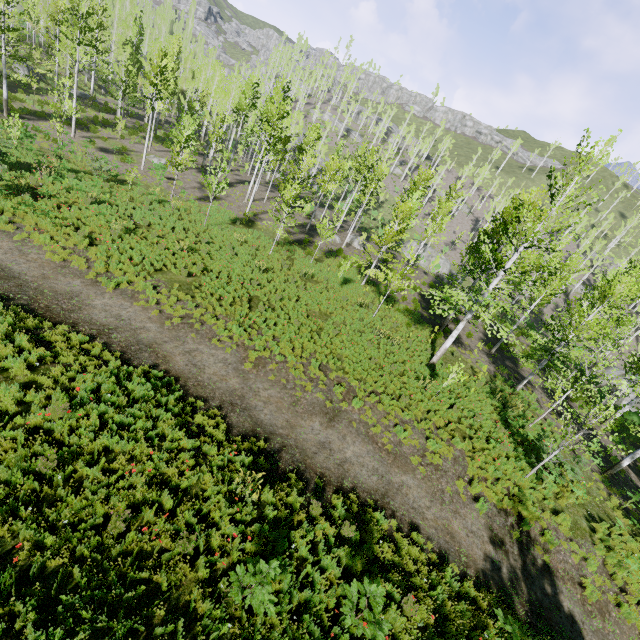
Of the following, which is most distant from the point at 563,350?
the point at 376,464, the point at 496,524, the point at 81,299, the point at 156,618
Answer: the point at 81,299

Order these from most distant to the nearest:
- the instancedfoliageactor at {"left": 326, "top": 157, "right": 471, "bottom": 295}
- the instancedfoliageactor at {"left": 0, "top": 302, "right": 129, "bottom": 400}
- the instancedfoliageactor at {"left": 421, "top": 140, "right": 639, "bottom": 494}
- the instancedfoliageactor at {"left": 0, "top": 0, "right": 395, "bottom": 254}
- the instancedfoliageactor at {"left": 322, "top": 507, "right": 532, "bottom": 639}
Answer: the instancedfoliageactor at {"left": 0, "top": 0, "right": 395, "bottom": 254} → the instancedfoliageactor at {"left": 326, "top": 157, "right": 471, "bottom": 295} → the instancedfoliageactor at {"left": 421, "top": 140, "right": 639, "bottom": 494} → the instancedfoliageactor at {"left": 0, "top": 302, "right": 129, "bottom": 400} → the instancedfoliageactor at {"left": 322, "top": 507, "right": 532, "bottom": 639}

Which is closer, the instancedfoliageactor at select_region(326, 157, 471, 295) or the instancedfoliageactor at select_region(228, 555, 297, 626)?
the instancedfoliageactor at select_region(228, 555, 297, 626)

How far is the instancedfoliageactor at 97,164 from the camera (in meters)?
20.55

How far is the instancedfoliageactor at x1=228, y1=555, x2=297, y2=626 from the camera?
5.4 meters

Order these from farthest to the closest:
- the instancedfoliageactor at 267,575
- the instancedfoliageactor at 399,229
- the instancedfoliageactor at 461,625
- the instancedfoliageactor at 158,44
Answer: the instancedfoliageactor at 158,44, the instancedfoliageactor at 399,229, the instancedfoliageactor at 461,625, the instancedfoliageactor at 267,575

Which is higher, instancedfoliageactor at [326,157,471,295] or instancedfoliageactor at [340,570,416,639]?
instancedfoliageactor at [326,157,471,295]
